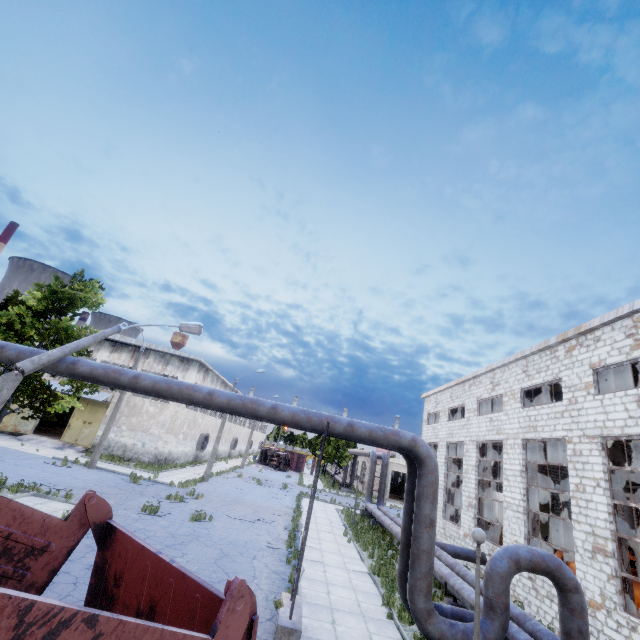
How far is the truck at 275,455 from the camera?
52.12m

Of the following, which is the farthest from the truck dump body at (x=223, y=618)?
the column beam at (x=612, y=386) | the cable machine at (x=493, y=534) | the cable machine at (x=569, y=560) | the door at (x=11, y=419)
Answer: the door at (x=11, y=419)

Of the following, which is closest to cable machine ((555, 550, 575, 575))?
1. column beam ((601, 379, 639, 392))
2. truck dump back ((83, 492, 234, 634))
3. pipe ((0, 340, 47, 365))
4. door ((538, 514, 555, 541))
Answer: pipe ((0, 340, 47, 365))

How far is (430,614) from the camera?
7.5m

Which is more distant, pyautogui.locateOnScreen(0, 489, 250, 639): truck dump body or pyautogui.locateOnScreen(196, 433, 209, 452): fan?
pyautogui.locateOnScreen(196, 433, 209, 452): fan

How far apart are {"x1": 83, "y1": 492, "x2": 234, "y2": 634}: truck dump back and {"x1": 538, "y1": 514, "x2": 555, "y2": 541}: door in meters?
34.7 m

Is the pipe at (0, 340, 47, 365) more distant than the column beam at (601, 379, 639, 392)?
No

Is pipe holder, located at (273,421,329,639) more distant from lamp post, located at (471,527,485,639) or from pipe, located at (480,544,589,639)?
lamp post, located at (471,527,485,639)
